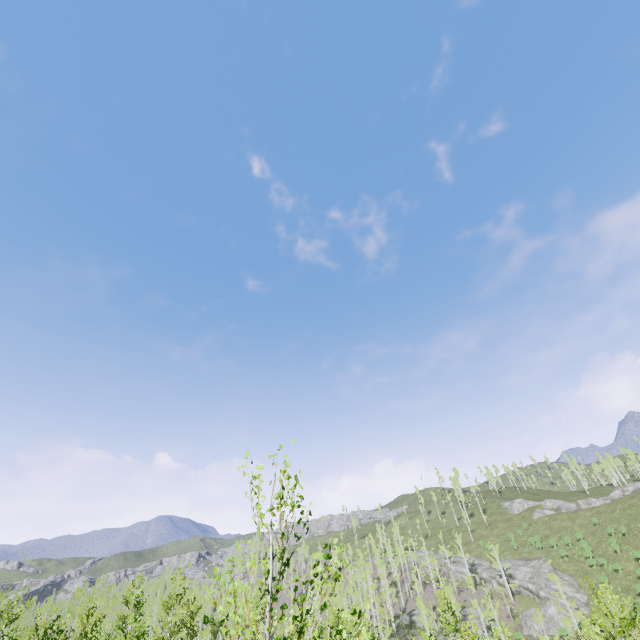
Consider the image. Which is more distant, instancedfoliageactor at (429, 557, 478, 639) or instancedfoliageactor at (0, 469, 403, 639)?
instancedfoliageactor at (429, 557, 478, 639)

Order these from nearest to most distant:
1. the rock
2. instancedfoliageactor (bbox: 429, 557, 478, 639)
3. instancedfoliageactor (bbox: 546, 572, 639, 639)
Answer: instancedfoliageactor (bbox: 546, 572, 639, 639)
instancedfoliageactor (bbox: 429, 557, 478, 639)
the rock

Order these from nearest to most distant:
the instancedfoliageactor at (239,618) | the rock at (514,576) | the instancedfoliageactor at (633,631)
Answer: the instancedfoliageactor at (239,618) → the instancedfoliageactor at (633,631) → the rock at (514,576)

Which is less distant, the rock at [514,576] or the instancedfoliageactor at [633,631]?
the instancedfoliageactor at [633,631]

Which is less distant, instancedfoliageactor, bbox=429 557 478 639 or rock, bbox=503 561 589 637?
instancedfoliageactor, bbox=429 557 478 639

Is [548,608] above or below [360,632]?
below

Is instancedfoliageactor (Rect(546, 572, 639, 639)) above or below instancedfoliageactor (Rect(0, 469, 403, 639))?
below
